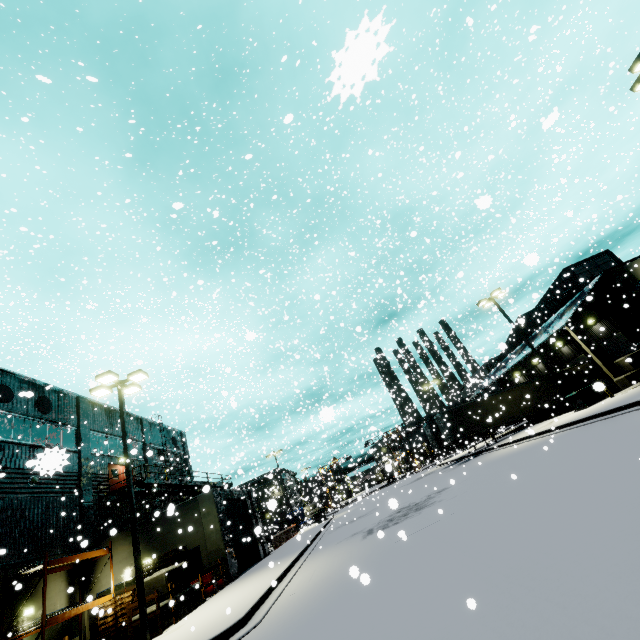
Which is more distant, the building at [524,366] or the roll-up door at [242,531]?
the building at [524,366]

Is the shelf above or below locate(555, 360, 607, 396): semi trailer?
above

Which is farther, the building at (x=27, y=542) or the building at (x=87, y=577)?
the building at (x=87, y=577)

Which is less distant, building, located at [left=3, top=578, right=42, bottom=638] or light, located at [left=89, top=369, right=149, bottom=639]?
light, located at [left=89, top=369, right=149, bottom=639]

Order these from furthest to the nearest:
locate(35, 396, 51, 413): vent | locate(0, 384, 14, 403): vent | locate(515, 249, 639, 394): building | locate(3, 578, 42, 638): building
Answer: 1. locate(515, 249, 639, 394): building
2. locate(35, 396, 51, 413): vent
3. locate(0, 384, 14, 403): vent
4. locate(3, 578, 42, 638): building

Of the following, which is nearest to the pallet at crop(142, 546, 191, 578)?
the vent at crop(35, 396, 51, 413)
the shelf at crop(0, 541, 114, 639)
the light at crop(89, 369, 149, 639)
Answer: the shelf at crop(0, 541, 114, 639)

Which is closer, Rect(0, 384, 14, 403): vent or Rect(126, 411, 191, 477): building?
Rect(0, 384, 14, 403): vent

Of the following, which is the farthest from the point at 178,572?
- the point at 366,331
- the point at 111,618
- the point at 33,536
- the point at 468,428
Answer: the point at 366,331
